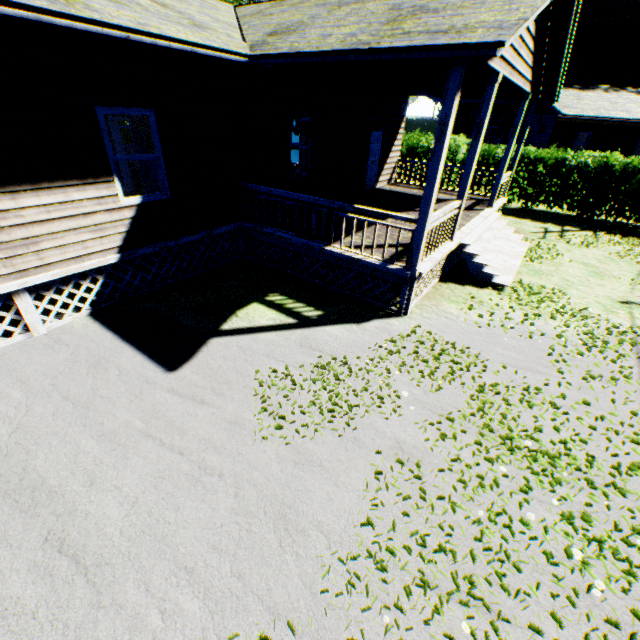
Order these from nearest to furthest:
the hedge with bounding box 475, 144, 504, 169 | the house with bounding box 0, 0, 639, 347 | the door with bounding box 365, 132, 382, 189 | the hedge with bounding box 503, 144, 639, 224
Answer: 1. the house with bounding box 0, 0, 639, 347
2. the door with bounding box 365, 132, 382, 189
3. the hedge with bounding box 503, 144, 639, 224
4. the hedge with bounding box 475, 144, 504, 169

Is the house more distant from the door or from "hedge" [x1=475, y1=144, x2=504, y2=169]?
"hedge" [x1=475, y1=144, x2=504, y2=169]

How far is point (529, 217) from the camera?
15.3 meters

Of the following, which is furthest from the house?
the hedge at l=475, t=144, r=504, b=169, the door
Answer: the hedge at l=475, t=144, r=504, b=169

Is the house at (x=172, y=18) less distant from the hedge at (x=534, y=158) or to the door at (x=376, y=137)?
the door at (x=376, y=137)

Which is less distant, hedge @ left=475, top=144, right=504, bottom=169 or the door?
the door

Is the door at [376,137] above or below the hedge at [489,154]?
above
